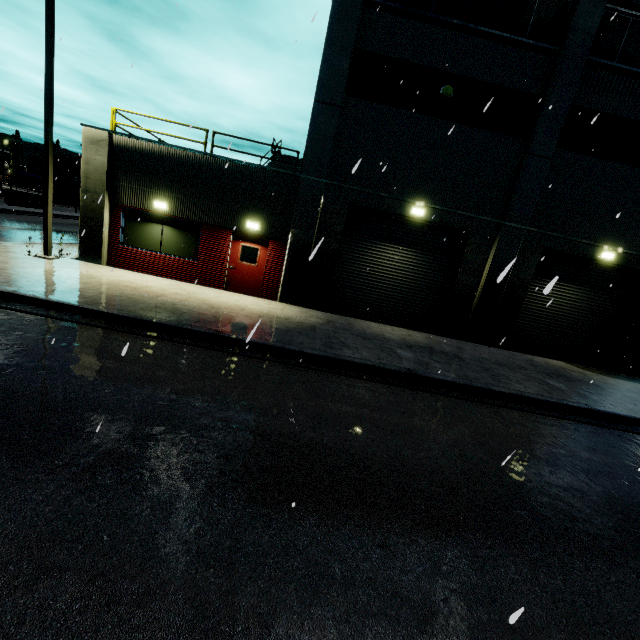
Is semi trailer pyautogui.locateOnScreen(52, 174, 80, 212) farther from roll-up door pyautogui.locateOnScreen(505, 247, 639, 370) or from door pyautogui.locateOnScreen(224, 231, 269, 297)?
door pyautogui.locateOnScreen(224, 231, 269, 297)

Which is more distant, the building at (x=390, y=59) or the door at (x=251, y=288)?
the door at (x=251, y=288)

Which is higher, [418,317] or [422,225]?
[422,225]

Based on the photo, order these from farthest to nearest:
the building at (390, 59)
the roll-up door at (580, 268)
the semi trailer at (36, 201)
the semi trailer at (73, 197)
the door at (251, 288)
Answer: the semi trailer at (73, 197) → the semi trailer at (36, 201) → the roll-up door at (580, 268) → the door at (251, 288) → the building at (390, 59)

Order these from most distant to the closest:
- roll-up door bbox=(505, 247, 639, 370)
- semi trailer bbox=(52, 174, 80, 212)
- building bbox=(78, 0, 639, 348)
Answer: semi trailer bbox=(52, 174, 80, 212) < roll-up door bbox=(505, 247, 639, 370) < building bbox=(78, 0, 639, 348)

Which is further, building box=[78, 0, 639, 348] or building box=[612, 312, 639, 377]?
building box=[612, 312, 639, 377]

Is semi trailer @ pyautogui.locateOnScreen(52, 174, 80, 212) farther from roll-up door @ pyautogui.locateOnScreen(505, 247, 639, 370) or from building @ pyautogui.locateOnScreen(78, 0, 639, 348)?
roll-up door @ pyautogui.locateOnScreen(505, 247, 639, 370)

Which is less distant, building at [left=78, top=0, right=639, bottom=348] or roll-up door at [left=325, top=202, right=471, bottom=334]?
building at [left=78, top=0, right=639, bottom=348]
